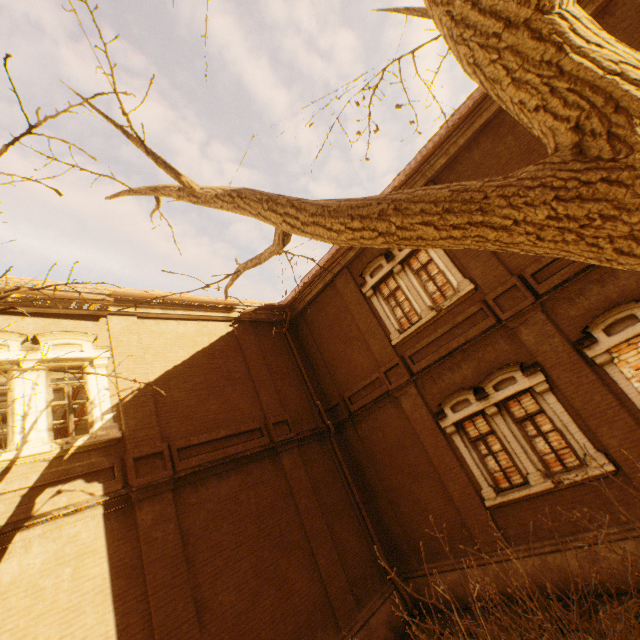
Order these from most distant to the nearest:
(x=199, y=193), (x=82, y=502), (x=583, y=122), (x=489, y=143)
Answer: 1. (x=489, y=143)
2. (x=82, y=502)
3. (x=199, y=193)
4. (x=583, y=122)
